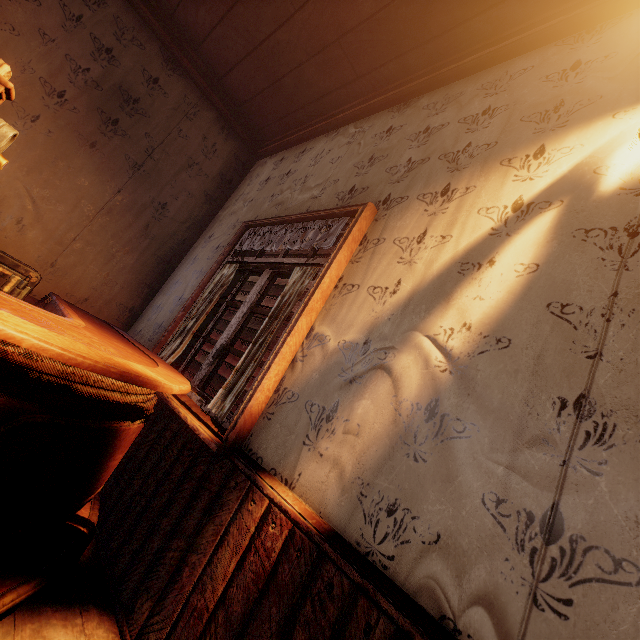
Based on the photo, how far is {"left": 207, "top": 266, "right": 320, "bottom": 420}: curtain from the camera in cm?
178

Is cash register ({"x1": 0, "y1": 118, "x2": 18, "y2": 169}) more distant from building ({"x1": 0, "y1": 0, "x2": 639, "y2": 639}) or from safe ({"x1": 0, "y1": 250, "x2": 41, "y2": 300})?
safe ({"x1": 0, "y1": 250, "x2": 41, "y2": 300})

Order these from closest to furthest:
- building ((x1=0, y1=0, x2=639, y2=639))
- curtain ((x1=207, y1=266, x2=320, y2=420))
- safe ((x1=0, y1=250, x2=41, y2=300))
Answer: building ((x1=0, y1=0, x2=639, y2=639)) → curtain ((x1=207, y1=266, x2=320, y2=420)) → safe ((x1=0, y1=250, x2=41, y2=300))

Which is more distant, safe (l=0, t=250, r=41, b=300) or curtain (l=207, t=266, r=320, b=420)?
safe (l=0, t=250, r=41, b=300)

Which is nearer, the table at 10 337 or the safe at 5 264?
the table at 10 337

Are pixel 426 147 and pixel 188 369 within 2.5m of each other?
no

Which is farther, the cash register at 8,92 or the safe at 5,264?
the safe at 5,264
